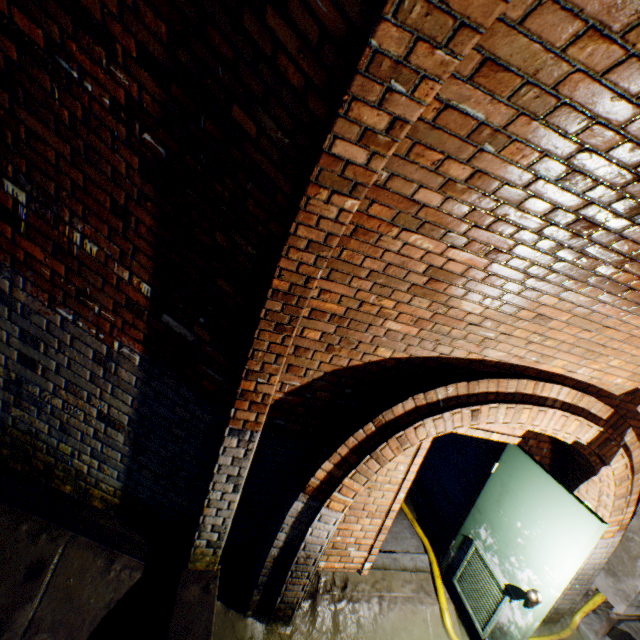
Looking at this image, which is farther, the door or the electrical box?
the electrical box

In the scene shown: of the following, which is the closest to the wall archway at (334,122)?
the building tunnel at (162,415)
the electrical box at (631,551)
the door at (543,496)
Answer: the building tunnel at (162,415)

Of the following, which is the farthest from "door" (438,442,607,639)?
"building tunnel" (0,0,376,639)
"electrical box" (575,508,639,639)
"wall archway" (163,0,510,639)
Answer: "electrical box" (575,508,639,639)

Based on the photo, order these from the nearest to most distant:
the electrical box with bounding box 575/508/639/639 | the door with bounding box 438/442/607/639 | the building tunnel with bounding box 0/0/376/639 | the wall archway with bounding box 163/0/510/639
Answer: the wall archway with bounding box 163/0/510/639, the building tunnel with bounding box 0/0/376/639, the door with bounding box 438/442/607/639, the electrical box with bounding box 575/508/639/639

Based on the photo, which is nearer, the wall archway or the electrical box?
the wall archway

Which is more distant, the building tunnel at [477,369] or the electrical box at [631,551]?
the electrical box at [631,551]

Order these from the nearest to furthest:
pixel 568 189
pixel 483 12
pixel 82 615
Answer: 1. pixel 483 12
2. pixel 568 189
3. pixel 82 615

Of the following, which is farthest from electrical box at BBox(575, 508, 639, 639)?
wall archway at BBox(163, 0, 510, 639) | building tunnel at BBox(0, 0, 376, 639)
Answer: wall archway at BBox(163, 0, 510, 639)
